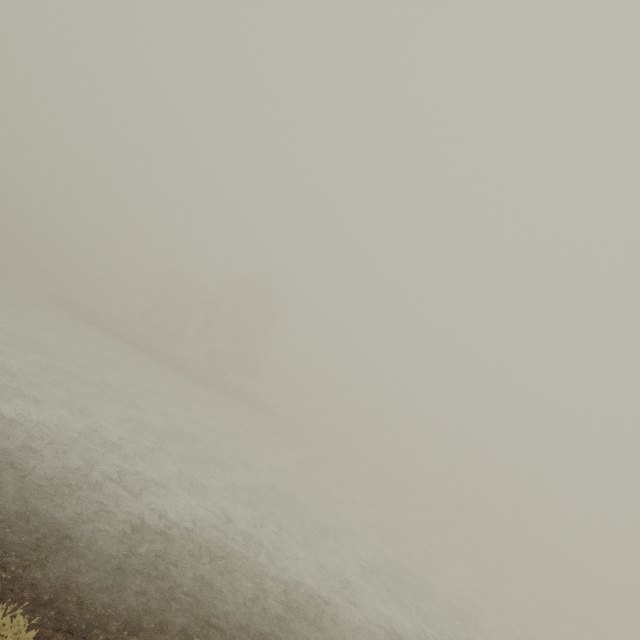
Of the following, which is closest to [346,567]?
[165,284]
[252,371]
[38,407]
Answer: [38,407]
